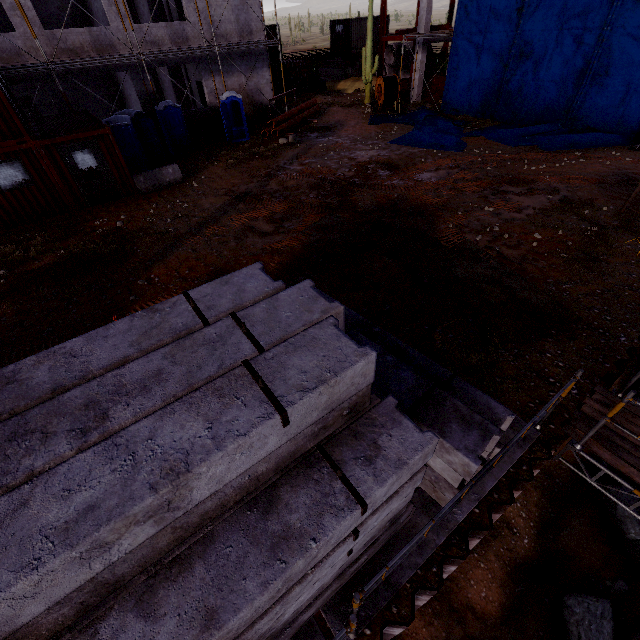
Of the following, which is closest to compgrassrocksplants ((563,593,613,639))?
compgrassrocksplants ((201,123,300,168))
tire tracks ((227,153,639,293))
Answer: tire tracks ((227,153,639,293))

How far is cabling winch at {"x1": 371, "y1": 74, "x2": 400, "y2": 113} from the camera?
21.3m

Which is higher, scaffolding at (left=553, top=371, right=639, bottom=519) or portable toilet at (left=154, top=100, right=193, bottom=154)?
portable toilet at (left=154, top=100, right=193, bottom=154)

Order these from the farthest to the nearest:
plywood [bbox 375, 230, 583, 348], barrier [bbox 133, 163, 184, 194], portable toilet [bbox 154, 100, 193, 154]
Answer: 1. portable toilet [bbox 154, 100, 193, 154]
2. barrier [bbox 133, 163, 184, 194]
3. plywood [bbox 375, 230, 583, 348]

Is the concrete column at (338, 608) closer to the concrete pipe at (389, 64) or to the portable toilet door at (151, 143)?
the portable toilet door at (151, 143)

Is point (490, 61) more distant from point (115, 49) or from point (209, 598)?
point (209, 598)

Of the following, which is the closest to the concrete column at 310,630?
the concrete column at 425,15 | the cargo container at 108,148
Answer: the cargo container at 108,148

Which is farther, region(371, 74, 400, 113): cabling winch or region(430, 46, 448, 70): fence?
region(430, 46, 448, 70): fence
